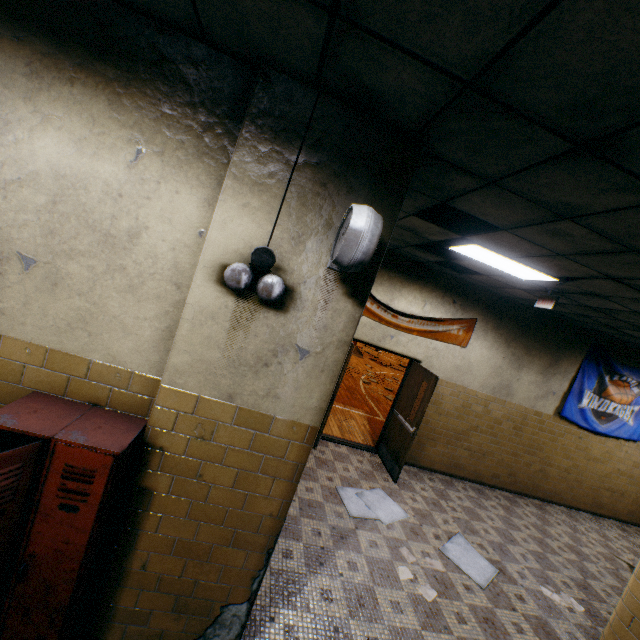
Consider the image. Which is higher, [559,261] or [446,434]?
[559,261]

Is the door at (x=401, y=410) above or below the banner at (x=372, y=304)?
below

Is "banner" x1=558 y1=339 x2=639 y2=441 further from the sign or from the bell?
the bell

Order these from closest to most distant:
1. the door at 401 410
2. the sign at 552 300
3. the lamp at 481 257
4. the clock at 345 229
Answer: the clock at 345 229 → the lamp at 481 257 → the sign at 552 300 → the door at 401 410

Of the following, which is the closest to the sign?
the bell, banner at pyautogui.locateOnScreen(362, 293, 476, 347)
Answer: banner at pyautogui.locateOnScreen(362, 293, 476, 347)

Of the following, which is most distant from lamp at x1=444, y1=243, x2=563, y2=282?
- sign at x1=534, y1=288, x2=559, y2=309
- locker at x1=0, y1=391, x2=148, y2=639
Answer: locker at x1=0, y1=391, x2=148, y2=639

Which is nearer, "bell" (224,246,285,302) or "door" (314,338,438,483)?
"bell" (224,246,285,302)

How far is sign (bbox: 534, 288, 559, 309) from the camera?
4.41m
